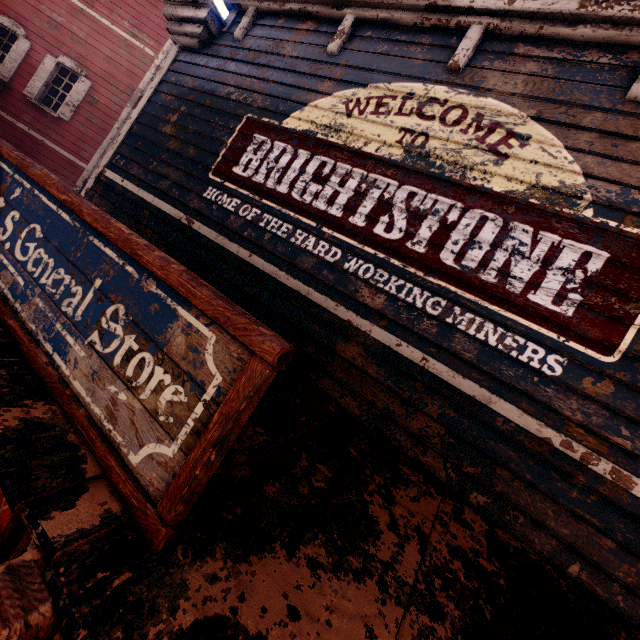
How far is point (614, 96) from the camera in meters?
2.8 m
